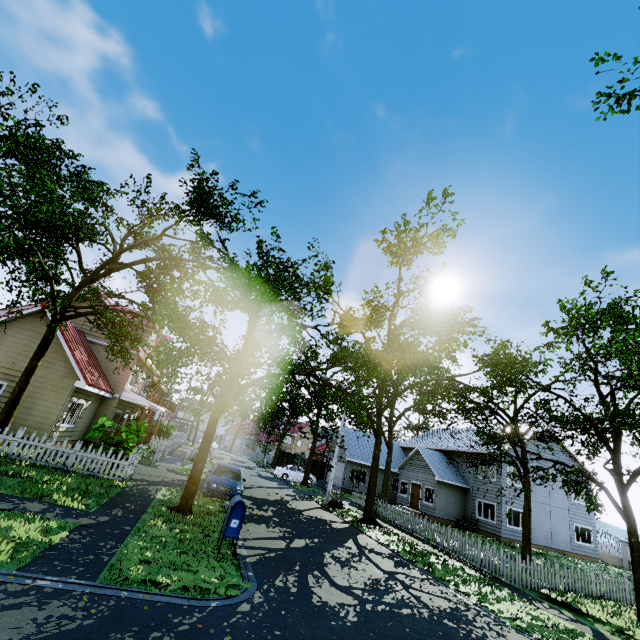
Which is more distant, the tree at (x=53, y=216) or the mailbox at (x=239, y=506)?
the tree at (x=53, y=216)

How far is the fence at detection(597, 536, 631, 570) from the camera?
25.70m

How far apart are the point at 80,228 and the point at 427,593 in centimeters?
1983cm

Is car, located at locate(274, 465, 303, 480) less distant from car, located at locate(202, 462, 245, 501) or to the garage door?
the garage door

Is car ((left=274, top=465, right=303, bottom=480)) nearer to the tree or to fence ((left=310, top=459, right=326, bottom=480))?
fence ((left=310, top=459, right=326, bottom=480))

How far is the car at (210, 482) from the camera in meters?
14.2 m

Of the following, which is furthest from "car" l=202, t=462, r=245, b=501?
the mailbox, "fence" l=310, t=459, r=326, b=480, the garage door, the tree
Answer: "fence" l=310, t=459, r=326, b=480

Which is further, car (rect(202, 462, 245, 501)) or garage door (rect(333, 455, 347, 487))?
garage door (rect(333, 455, 347, 487))
